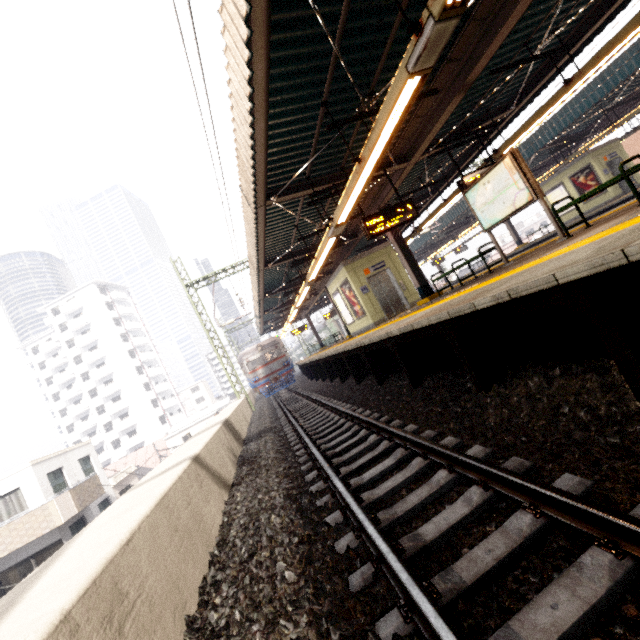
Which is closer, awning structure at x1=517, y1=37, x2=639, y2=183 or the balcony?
awning structure at x1=517, y1=37, x2=639, y2=183

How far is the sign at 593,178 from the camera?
16.9m

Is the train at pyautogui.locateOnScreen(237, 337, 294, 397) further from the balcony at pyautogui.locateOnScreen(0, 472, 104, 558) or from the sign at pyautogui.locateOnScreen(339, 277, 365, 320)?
the sign at pyautogui.locateOnScreen(339, 277, 365, 320)

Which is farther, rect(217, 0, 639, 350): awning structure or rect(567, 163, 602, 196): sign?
Result: rect(567, 163, 602, 196): sign

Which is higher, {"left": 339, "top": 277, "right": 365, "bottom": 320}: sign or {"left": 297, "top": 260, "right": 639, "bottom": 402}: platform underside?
{"left": 339, "top": 277, "right": 365, "bottom": 320}: sign

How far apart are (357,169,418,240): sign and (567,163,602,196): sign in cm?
1551

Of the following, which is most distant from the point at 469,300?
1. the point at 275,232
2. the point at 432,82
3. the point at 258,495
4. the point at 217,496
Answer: the point at 275,232

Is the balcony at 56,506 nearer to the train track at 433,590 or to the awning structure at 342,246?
the train track at 433,590
